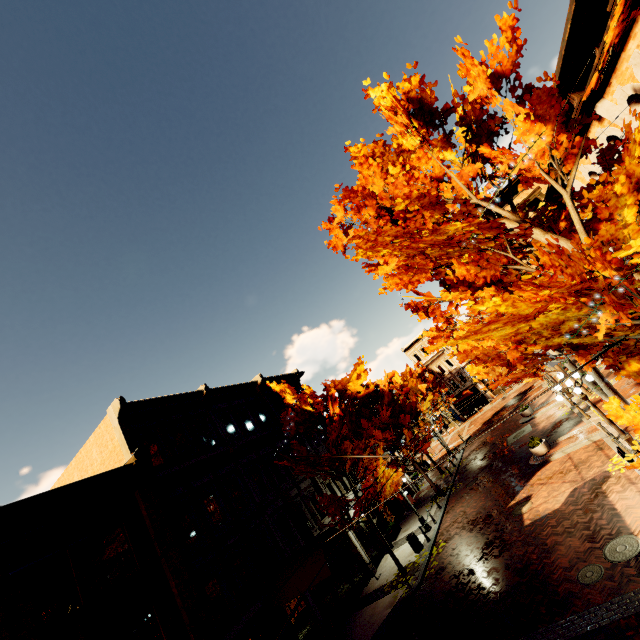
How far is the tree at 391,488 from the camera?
17.16m

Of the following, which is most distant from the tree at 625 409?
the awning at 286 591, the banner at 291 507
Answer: the banner at 291 507

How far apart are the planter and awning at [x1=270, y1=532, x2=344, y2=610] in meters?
11.1

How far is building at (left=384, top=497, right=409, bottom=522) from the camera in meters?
25.4 m

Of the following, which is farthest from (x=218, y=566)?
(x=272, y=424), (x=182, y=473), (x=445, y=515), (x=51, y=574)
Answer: (x=445, y=515)

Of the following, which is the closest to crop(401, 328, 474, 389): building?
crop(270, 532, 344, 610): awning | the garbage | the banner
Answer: the garbage

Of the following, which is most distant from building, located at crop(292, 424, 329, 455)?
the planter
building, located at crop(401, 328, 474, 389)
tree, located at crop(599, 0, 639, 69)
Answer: building, located at crop(401, 328, 474, 389)

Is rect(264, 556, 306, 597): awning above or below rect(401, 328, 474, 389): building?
below
